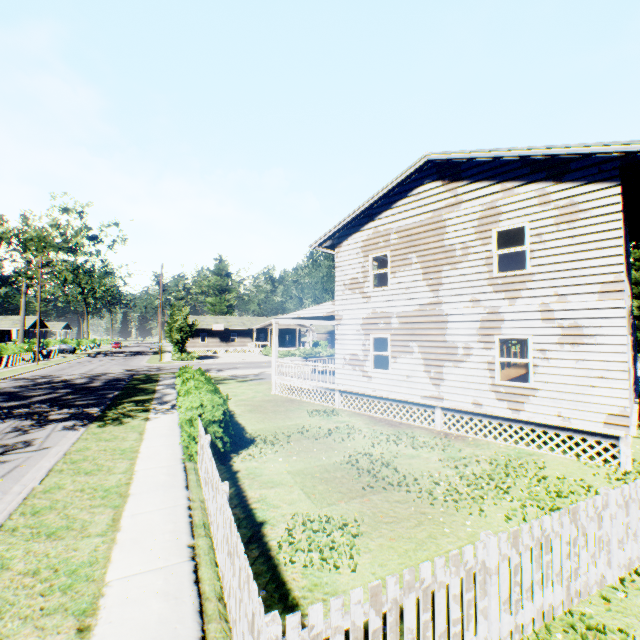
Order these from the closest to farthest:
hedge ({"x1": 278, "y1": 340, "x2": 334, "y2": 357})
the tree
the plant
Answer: the tree, hedge ({"x1": 278, "y1": 340, "x2": 334, "y2": 357}), the plant

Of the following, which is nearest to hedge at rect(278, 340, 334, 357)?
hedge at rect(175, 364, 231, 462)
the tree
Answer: the tree

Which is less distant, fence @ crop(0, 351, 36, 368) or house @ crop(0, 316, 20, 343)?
fence @ crop(0, 351, 36, 368)

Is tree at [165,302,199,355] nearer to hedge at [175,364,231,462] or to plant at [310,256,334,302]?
plant at [310,256,334,302]

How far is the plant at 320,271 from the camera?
51.4 meters

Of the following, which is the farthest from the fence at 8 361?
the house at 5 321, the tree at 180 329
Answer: the tree at 180 329

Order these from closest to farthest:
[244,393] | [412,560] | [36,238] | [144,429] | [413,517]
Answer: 1. [412,560]
2. [413,517]
3. [144,429]
4. [244,393]
5. [36,238]

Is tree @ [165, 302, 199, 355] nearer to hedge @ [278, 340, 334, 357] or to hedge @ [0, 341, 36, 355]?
hedge @ [278, 340, 334, 357]
